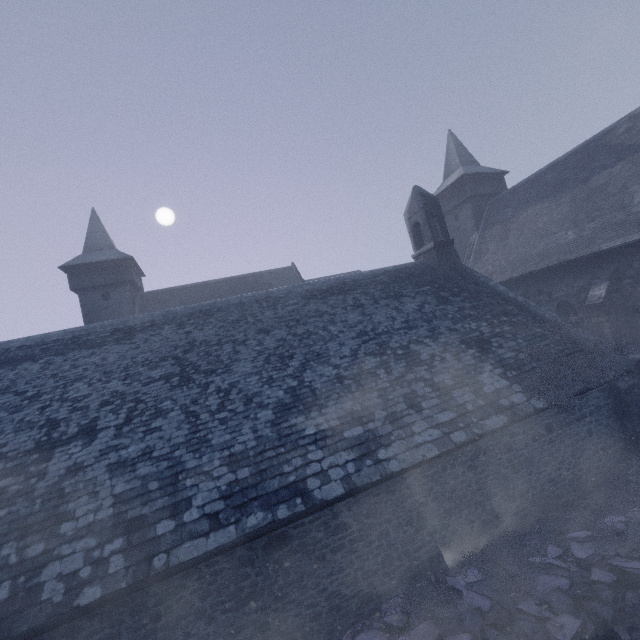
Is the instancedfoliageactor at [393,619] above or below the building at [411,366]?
below

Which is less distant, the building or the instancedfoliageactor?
the instancedfoliageactor

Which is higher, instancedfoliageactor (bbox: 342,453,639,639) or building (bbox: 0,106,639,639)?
building (bbox: 0,106,639,639)

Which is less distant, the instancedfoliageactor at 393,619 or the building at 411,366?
the instancedfoliageactor at 393,619

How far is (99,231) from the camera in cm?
2362
